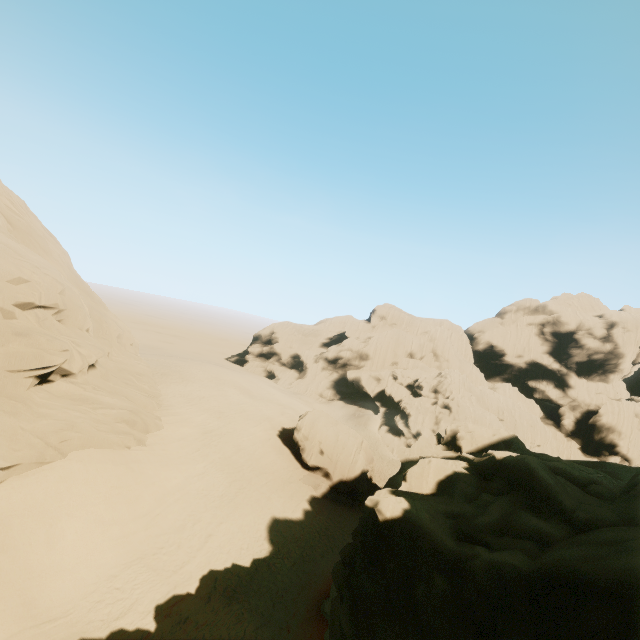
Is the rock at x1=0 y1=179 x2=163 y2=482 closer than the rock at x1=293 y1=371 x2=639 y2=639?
No

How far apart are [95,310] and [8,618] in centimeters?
2341cm

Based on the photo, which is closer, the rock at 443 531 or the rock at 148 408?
the rock at 443 531
